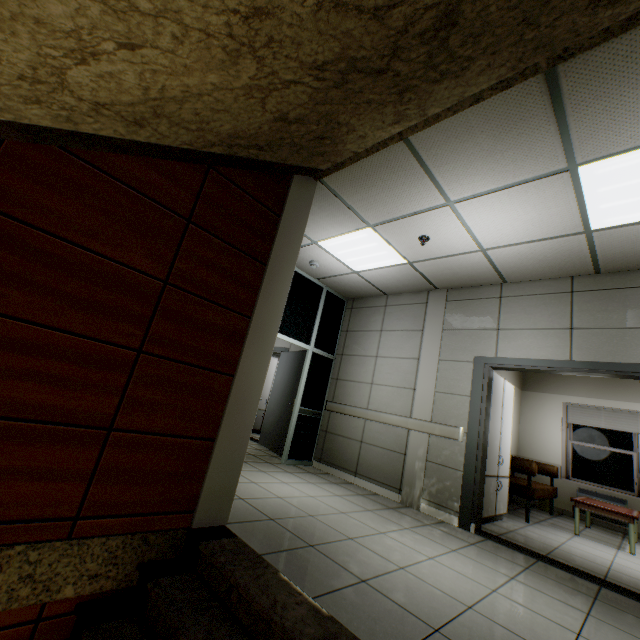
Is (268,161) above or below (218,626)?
above

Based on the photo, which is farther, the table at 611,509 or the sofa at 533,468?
the sofa at 533,468

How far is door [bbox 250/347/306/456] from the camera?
6.1m

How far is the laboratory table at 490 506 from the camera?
4.4m

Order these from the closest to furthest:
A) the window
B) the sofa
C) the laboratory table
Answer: the laboratory table
the sofa
the window

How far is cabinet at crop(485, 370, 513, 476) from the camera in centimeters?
463cm

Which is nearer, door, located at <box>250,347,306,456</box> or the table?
the table

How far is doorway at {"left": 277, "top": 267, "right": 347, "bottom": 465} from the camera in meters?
5.6
